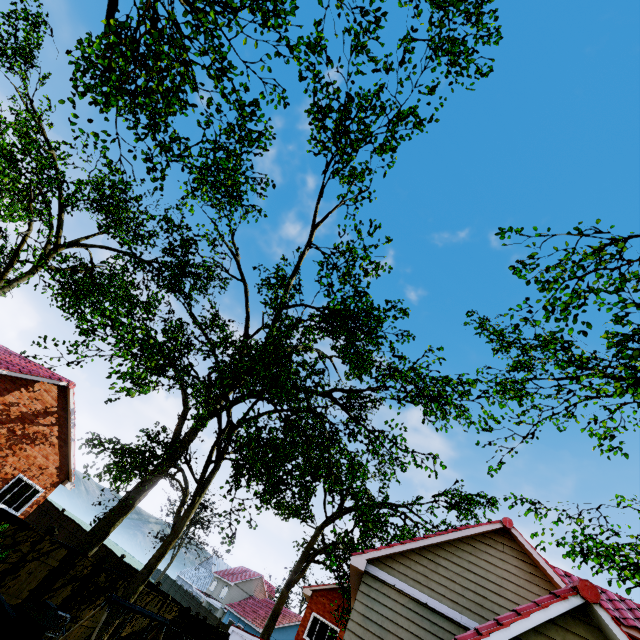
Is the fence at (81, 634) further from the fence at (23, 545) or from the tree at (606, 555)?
the tree at (606, 555)

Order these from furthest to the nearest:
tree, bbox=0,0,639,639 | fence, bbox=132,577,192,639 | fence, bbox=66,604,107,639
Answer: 1. fence, bbox=132,577,192,639
2. fence, bbox=66,604,107,639
3. tree, bbox=0,0,639,639

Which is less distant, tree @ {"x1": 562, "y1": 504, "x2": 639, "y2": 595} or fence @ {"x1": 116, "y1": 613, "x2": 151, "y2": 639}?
tree @ {"x1": 562, "y1": 504, "x2": 639, "y2": 595}

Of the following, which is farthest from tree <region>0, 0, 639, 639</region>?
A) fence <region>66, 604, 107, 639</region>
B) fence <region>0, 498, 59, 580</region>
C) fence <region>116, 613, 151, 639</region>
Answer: fence <region>66, 604, 107, 639</region>

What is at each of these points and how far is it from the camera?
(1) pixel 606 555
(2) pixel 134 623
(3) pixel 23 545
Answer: (1) tree, 6.6m
(2) fence, 13.8m
(3) fence, 8.9m

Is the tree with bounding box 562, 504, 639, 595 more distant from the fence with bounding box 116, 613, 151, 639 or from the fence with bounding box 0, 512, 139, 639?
the fence with bounding box 116, 613, 151, 639

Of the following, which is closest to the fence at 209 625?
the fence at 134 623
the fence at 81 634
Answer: the fence at 134 623

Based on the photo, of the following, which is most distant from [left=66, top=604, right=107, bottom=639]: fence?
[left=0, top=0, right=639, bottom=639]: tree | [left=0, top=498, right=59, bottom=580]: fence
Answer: [left=0, top=0, right=639, bottom=639]: tree
